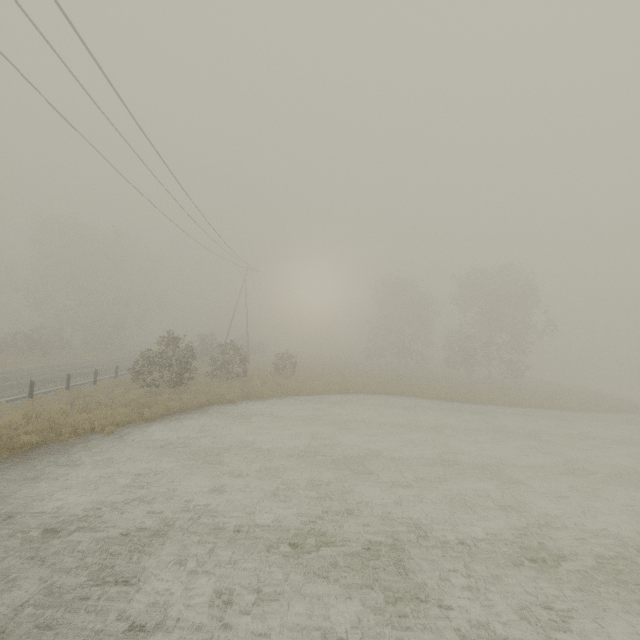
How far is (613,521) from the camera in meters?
9.0
